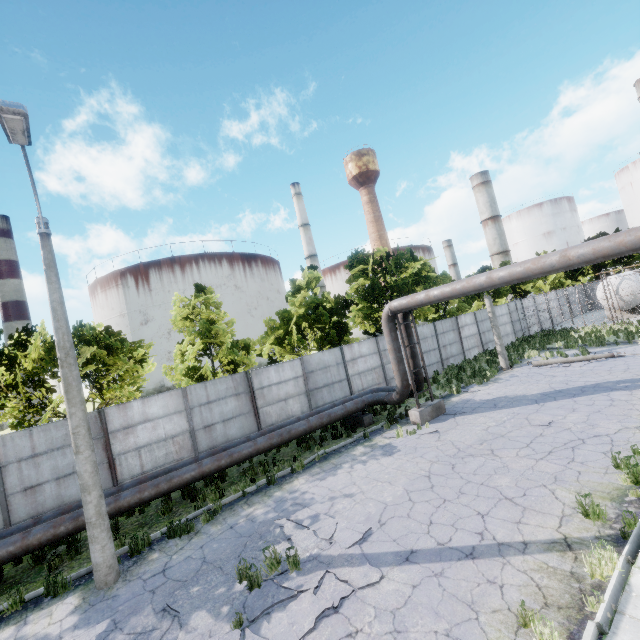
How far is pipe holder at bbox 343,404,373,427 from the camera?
14.8m

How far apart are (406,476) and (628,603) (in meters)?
5.28

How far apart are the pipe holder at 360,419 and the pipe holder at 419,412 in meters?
1.9 m

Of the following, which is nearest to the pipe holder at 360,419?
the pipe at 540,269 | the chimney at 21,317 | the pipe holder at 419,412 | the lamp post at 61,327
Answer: the pipe at 540,269

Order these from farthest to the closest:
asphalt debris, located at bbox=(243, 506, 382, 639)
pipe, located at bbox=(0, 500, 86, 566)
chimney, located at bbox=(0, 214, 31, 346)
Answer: chimney, located at bbox=(0, 214, 31, 346) → pipe, located at bbox=(0, 500, 86, 566) → asphalt debris, located at bbox=(243, 506, 382, 639)

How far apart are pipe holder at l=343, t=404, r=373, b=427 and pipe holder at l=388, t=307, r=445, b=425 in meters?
1.9

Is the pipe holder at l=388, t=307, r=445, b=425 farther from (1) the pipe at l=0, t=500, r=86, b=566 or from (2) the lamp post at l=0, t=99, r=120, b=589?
(2) the lamp post at l=0, t=99, r=120, b=589

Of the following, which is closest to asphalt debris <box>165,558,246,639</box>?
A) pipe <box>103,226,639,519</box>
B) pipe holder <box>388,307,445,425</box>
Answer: pipe <box>103,226,639,519</box>
